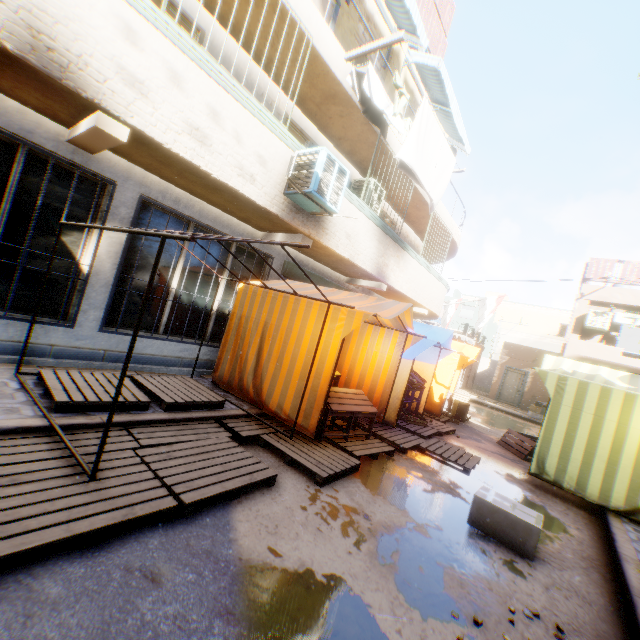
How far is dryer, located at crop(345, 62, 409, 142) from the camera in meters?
6.2 m

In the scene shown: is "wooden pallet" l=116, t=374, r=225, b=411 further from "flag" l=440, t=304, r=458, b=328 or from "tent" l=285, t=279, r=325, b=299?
"flag" l=440, t=304, r=458, b=328

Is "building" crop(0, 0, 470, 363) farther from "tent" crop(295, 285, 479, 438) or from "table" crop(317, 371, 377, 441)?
"table" crop(317, 371, 377, 441)

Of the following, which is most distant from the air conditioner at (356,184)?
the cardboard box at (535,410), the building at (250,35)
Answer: the cardboard box at (535,410)

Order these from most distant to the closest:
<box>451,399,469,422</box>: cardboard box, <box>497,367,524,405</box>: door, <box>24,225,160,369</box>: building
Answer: <box>497,367,524,405</box>: door
<box>451,399,469,422</box>: cardboard box
<box>24,225,160,369</box>: building

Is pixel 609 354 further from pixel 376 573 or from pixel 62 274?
pixel 62 274

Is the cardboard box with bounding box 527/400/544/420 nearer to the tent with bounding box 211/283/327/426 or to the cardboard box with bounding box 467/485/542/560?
the tent with bounding box 211/283/327/426

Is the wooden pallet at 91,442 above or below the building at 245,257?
below
